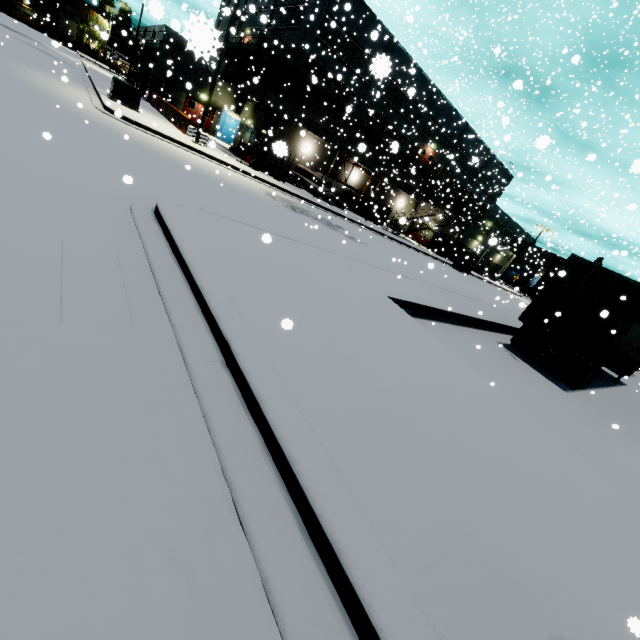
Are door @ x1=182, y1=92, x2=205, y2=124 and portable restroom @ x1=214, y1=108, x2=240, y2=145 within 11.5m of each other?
yes

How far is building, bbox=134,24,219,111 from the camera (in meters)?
13.56

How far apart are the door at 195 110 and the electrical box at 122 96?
14.2m

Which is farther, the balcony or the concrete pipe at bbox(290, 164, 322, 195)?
the concrete pipe at bbox(290, 164, 322, 195)

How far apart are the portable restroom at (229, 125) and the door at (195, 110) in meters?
0.8 m

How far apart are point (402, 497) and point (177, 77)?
38.6 meters

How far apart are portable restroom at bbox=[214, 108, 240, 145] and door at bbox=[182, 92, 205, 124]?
0.8m

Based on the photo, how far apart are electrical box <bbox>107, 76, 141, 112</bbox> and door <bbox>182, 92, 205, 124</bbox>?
14.2 meters
